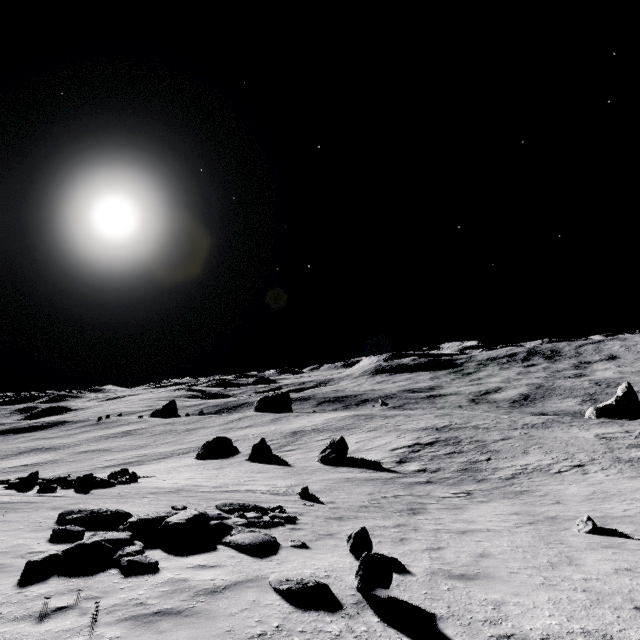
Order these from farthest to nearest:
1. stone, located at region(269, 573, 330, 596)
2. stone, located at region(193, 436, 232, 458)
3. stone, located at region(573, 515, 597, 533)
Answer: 1. stone, located at region(193, 436, 232, 458)
2. stone, located at region(573, 515, 597, 533)
3. stone, located at region(269, 573, 330, 596)

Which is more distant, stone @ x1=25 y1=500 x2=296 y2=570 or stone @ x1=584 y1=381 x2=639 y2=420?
stone @ x1=584 y1=381 x2=639 y2=420

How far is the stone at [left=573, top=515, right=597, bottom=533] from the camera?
10.52m

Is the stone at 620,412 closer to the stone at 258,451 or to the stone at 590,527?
the stone at 258,451

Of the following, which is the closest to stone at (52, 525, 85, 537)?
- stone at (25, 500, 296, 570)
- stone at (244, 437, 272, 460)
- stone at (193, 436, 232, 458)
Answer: stone at (25, 500, 296, 570)

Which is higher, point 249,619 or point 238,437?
point 249,619

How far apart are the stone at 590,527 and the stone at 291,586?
10.2m

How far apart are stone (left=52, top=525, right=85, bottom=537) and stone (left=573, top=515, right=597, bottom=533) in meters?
14.7
